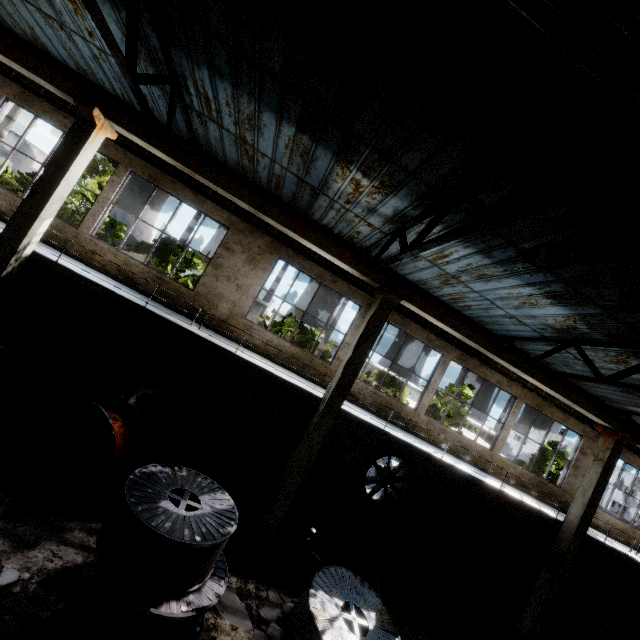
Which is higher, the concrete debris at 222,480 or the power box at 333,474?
the power box at 333,474

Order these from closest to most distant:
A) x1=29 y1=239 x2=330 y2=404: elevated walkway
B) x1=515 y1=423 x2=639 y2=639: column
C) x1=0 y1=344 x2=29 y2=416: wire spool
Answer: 1. x1=0 y1=344 x2=29 y2=416: wire spool
2. x1=29 y1=239 x2=330 y2=404: elevated walkway
3. x1=515 y1=423 x2=639 y2=639: column

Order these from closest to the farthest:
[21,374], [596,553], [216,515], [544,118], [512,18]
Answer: [512,18], [544,118], [216,515], [21,374], [596,553]

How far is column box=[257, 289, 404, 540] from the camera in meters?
8.9 m

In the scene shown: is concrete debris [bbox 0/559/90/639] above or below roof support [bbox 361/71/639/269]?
below

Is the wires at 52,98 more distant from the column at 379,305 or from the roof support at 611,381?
the column at 379,305

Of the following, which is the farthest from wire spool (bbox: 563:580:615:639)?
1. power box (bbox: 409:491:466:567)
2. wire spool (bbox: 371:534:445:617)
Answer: wire spool (bbox: 371:534:445:617)

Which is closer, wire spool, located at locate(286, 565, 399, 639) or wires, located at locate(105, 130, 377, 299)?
wire spool, located at locate(286, 565, 399, 639)
